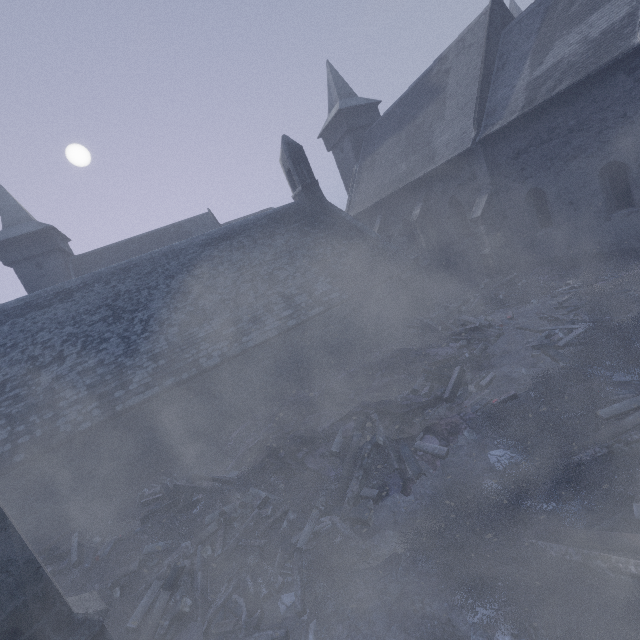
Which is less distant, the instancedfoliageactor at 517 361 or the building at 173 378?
the instancedfoliageactor at 517 361

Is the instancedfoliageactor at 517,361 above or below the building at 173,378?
below

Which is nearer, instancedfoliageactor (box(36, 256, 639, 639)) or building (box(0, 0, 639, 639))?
instancedfoliageactor (box(36, 256, 639, 639))

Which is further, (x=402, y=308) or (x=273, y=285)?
(x=402, y=308)

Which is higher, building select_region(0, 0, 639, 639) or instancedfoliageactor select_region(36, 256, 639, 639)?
building select_region(0, 0, 639, 639)
